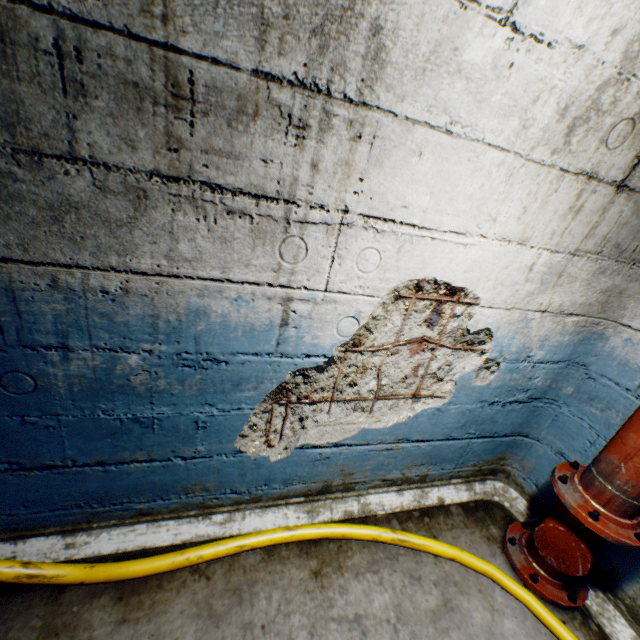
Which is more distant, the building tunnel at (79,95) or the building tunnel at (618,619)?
the building tunnel at (618,619)

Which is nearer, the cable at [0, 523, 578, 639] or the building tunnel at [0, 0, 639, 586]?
the building tunnel at [0, 0, 639, 586]

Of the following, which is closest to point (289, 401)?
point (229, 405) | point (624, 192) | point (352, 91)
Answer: point (229, 405)

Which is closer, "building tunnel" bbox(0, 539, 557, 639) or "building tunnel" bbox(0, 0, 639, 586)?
"building tunnel" bbox(0, 0, 639, 586)

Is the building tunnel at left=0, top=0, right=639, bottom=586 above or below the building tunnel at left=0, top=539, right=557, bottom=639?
above

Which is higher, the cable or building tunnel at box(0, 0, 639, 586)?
building tunnel at box(0, 0, 639, 586)

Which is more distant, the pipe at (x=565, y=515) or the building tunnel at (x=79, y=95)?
the pipe at (x=565, y=515)
